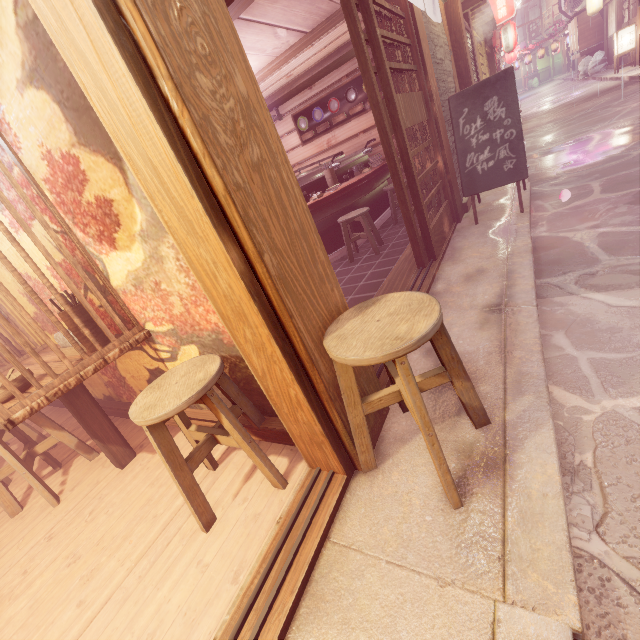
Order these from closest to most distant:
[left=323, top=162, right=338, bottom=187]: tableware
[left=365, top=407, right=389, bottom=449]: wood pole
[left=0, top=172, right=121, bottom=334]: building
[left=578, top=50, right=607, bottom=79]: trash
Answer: [left=365, top=407, right=389, bottom=449]: wood pole, [left=0, top=172, right=121, bottom=334]: building, [left=323, top=162, right=338, bottom=187]: tableware, [left=578, top=50, right=607, bottom=79]: trash

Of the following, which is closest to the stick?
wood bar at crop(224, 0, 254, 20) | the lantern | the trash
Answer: wood bar at crop(224, 0, 254, 20)

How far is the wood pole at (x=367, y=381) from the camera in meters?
3.0

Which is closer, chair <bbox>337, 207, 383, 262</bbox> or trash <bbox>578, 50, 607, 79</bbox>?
chair <bbox>337, 207, 383, 262</bbox>

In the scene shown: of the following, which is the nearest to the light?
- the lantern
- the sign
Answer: the lantern

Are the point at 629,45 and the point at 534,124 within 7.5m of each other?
no

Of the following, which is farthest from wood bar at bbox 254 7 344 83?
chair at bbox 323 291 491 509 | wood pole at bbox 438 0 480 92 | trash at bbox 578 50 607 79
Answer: trash at bbox 578 50 607 79

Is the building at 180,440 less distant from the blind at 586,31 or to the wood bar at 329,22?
the wood bar at 329,22
